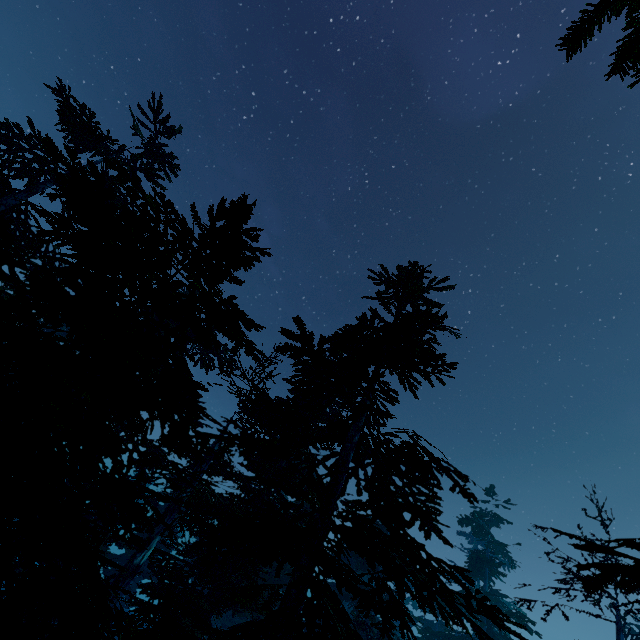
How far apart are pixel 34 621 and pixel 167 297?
4.4m

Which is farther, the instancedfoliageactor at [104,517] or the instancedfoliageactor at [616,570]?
the instancedfoliageactor at [616,570]

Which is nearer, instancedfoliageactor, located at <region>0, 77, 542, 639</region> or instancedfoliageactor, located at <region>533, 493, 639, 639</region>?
instancedfoliageactor, located at <region>0, 77, 542, 639</region>

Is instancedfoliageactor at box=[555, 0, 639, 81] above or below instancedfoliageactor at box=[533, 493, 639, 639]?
above
